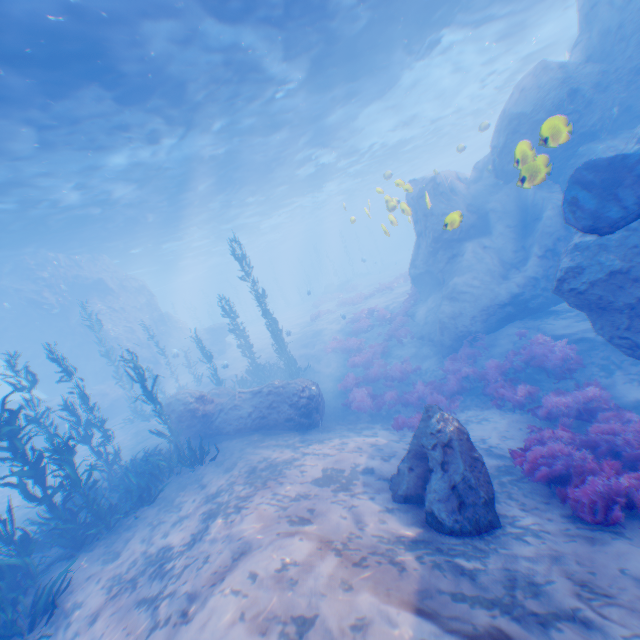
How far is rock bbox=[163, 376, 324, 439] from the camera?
12.25m

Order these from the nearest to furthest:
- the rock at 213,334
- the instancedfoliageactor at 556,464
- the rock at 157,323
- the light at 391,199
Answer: the instancedfoliageactor at 556,464
the light at 391,199
the rock at 157,323
the rock at 213,334

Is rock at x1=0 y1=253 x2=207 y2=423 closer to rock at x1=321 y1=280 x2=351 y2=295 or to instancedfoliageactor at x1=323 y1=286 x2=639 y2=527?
instancedfoliageactor at x1=323 y1=286 x2=639 y2=527

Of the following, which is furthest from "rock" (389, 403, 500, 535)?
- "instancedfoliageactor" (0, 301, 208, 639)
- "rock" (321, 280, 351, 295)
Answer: "rock" (321, 280, 351, 295)

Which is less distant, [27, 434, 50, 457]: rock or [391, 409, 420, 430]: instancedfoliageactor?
[391, 409, 420, 430]: instancedfoliageactor

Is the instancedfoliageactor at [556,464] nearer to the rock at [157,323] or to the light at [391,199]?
the rock at [157,323]

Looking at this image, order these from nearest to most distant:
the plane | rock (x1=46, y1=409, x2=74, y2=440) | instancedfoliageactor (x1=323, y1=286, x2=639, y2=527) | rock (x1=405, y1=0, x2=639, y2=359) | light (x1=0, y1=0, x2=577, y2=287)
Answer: instancedfoliageactor (x1=323, y1=286, x2=639, y2=527), the plane, rock (x1=405, y1=0, x2=639, y2=359), light (x1=0, y1=0, x2=577, y2=287), rock (x1=46, y1=409, x2=74, y2=440)

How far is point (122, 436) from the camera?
17.55m
